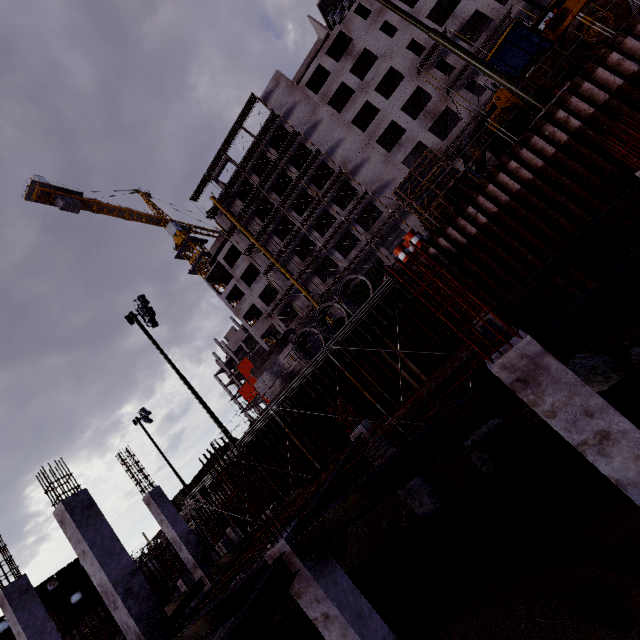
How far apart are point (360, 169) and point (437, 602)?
38.83m

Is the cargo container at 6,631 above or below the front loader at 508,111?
above

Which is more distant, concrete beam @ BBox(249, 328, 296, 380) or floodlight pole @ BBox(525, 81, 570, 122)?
concrete beam @ BBox(249, 328, 296, 380)

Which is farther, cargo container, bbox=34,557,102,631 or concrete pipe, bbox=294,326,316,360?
cargo container, bbox=34,557,102,631

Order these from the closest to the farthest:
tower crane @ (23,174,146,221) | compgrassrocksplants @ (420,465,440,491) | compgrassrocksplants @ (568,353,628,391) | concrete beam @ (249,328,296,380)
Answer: compgrassrocksplants @ (568,353,628,391)
compgrassrocksplants @ (420,465,440,491)
concrete beam @ (249,328,296,380)
tower crane @ (23,174,146,221)

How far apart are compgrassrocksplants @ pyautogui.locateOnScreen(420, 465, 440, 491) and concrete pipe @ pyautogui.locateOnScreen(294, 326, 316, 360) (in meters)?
5.72

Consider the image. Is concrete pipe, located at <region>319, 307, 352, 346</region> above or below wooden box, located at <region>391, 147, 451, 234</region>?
below

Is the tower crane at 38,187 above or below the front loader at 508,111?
above
